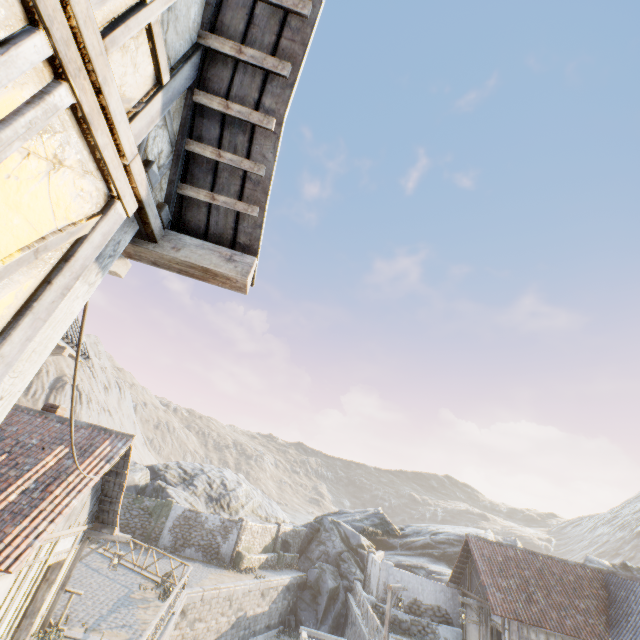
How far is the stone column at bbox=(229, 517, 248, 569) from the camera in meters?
23.9 m

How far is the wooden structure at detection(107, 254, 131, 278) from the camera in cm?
269

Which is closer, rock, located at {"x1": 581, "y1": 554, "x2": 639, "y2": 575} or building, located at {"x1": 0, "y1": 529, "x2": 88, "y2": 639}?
building, located at {"x1": 0, "y1": 529, "x2": 88, "y2": 639}

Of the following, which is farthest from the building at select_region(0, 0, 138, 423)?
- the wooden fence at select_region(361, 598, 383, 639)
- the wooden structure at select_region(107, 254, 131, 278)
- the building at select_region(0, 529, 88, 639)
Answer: the wooden fence at select_region(361, 598, 383, 639)

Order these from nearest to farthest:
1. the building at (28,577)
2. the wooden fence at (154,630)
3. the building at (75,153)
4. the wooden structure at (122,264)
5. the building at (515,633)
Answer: the building at (75,153), the wooden structure at (122,264), the building at (28,577), the wooden fence at (154,630), the building at (515,633)

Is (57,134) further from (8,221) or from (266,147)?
(266,147)

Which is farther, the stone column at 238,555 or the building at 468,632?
the stone column at 238,555
